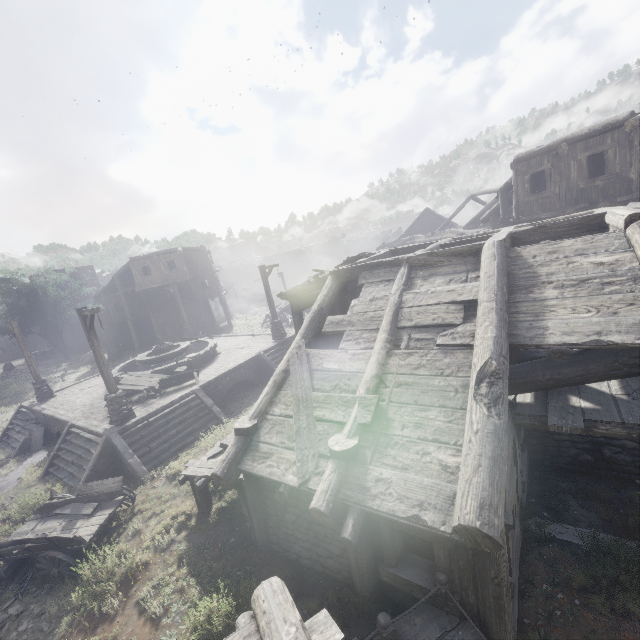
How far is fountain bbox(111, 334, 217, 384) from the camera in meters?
17.3

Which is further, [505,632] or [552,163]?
[552,163]

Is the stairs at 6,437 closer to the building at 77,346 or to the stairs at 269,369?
the stairs at 269,369

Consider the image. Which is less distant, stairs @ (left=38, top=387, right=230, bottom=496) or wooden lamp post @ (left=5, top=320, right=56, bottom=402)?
stairs @ (left=38, top=387, right=230, bottom=496)

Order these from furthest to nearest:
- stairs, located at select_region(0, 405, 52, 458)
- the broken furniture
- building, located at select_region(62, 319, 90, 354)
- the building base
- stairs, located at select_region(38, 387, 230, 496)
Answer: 1. building, located at select_region(62, 319, 90, 354)
2. stairs, located at select_region(0, 405, 52, 458)
3. the broken furniture
4. the building base
5. stairs, located at select_region(38, 387, 230, 496)

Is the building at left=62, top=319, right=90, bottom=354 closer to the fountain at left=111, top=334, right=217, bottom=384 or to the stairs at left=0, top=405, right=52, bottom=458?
the stairs at left=0, top=405, right=52, bottom=458

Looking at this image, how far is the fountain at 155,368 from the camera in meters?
17.3

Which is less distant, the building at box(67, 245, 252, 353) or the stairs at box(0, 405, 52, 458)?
the stairs at box(0, 405, 52, 458)
